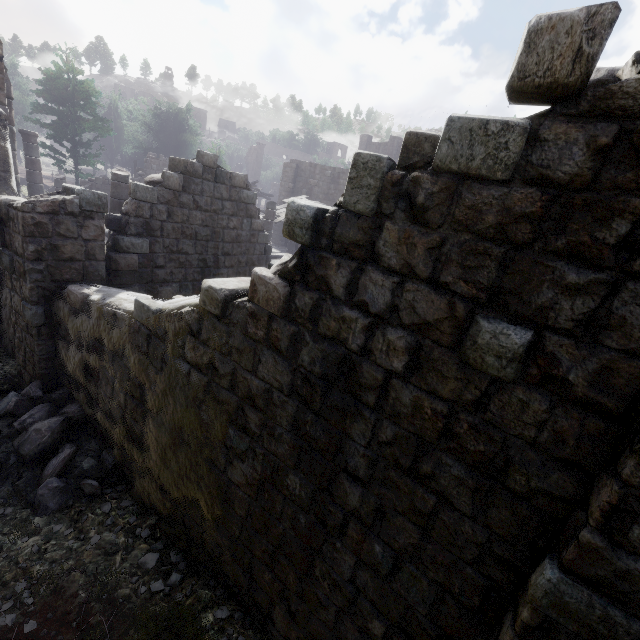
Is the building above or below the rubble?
above

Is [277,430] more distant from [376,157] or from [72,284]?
[72,284]

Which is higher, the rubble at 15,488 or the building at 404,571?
the building at 404,571

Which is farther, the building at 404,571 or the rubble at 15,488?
the rubble at 15,488

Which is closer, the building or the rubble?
the building
